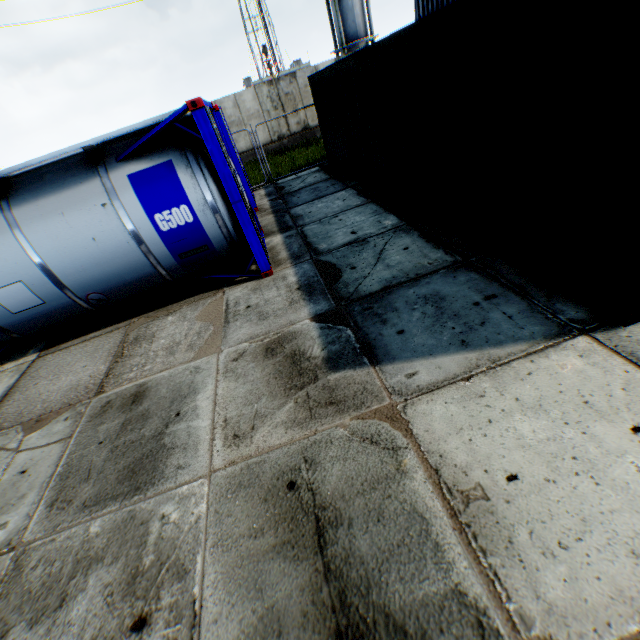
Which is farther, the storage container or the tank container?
the tank container

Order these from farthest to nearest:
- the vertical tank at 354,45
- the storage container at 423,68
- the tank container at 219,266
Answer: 1. the vertical tank at 354,45
2. the tank container at 219,266
3. the storage container at 423,68

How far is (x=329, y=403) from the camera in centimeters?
344cm

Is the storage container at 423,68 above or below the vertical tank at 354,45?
below

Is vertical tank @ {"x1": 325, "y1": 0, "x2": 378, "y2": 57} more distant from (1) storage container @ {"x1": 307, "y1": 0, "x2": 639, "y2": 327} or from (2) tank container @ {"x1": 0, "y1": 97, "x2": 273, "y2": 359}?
(2) tank container @ {"x1": 0, "y1": 97, "x2": 273, "y2": 359}

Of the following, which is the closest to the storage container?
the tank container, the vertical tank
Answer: the tank container
